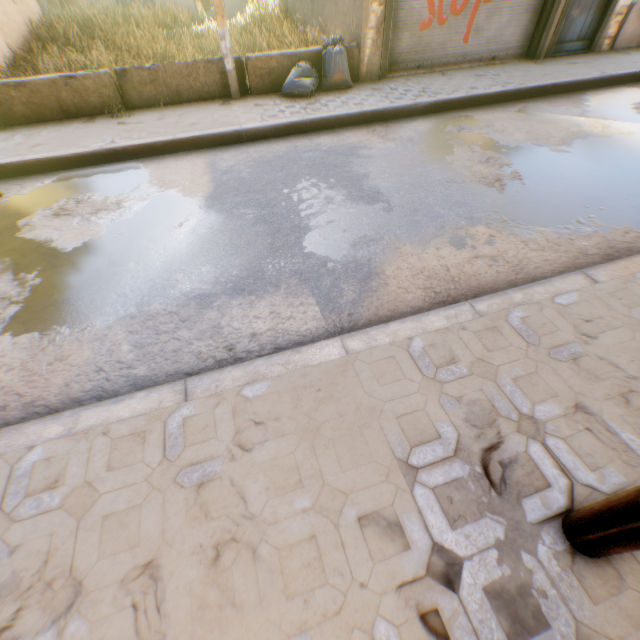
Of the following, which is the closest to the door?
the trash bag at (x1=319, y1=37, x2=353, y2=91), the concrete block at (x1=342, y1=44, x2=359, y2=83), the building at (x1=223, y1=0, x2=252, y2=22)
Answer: the building at (x1=223, y1=0, x2=252, y2=22)

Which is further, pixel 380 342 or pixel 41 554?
pixel 380 342

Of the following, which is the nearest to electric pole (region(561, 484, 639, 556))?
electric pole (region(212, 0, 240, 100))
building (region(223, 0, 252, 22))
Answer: building (region(223, 0, 252, 22))

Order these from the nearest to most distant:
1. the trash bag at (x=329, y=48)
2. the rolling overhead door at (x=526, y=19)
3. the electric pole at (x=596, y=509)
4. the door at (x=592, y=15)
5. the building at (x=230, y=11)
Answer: the electric pole at (x=596, y=509), the trash bag at (x=329, y=48), the rolling overhead door at (x=526, y=19), the door at (x=592, y=15), the building at (x=230, y=11)

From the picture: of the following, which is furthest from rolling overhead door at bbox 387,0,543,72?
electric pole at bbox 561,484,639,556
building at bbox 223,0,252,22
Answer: electric pole at bbox 561,484,639,556

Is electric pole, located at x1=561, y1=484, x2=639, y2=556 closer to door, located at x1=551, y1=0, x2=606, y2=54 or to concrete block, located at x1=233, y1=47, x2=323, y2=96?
concrete block, located at x1=233, y1=47, x2=323, y2=96

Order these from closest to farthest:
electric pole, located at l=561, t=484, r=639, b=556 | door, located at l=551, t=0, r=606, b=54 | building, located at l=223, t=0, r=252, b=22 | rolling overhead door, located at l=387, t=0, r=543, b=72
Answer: electric pole, located at l=561, t=484, r=639, b=556, rolling overhead door, located at l=387, t=0, r=543, b=72, door, located at l=551, t=0, r=606, b=54, building, located at l=223, t=0, r=252, b=22

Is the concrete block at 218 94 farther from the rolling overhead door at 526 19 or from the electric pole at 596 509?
the electric pole at 596 509
